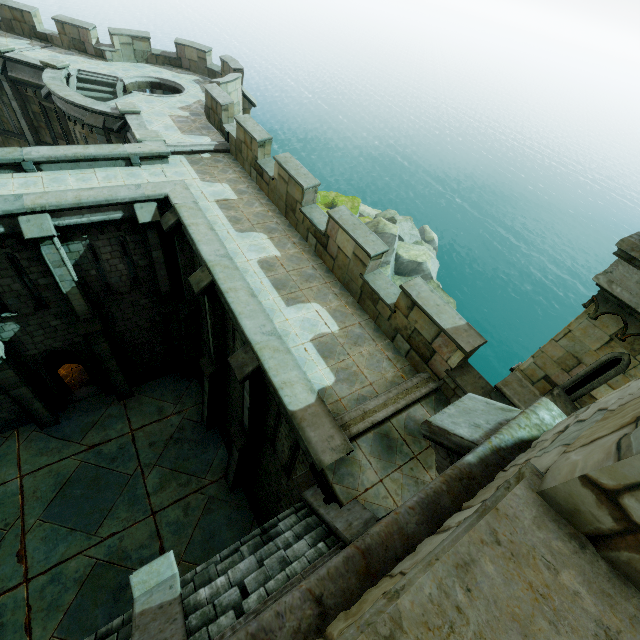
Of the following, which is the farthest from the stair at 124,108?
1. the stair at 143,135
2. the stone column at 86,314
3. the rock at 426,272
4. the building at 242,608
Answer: the building at 242,608

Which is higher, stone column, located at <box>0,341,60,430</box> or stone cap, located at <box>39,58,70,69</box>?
stone cap, located at <box>39,58,70,69</box>

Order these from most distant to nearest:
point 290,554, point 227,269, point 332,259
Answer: point 332,259 → point 227,269 → point 290,554

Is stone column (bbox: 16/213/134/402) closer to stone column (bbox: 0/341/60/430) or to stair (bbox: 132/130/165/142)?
stone column (bbox: 0/341/60/430)

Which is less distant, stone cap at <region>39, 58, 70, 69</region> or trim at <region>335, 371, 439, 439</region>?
trim at <region>335, 371, 439, 439</region>

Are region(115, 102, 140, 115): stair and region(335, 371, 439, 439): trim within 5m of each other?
no

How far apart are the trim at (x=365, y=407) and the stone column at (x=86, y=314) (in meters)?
9.96

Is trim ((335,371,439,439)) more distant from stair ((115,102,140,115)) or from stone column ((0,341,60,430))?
stair ((115,102,140,115))
